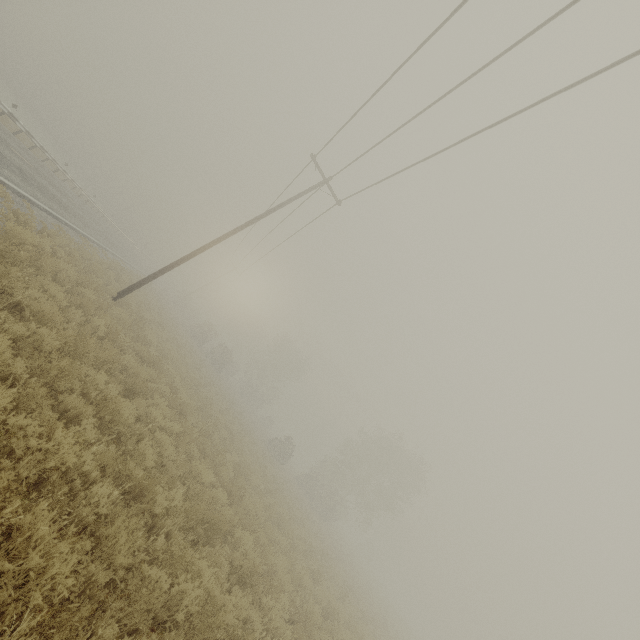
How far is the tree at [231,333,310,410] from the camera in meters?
53.4 m

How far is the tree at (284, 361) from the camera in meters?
53.4

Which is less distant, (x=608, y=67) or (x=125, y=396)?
(x=608, y=67)
